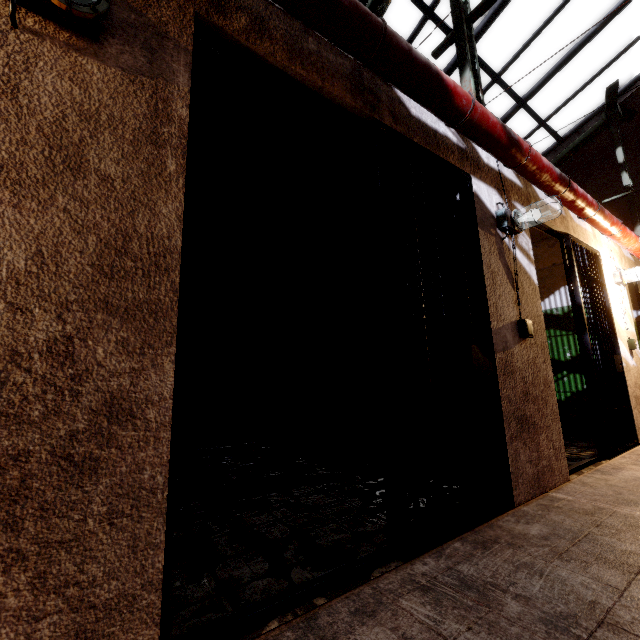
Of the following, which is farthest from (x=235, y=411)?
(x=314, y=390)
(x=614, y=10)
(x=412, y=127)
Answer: (x=614, y=10)

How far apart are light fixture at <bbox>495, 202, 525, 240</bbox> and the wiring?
0.7 meters

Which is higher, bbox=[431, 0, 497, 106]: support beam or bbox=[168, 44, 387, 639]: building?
bbox=[431, 0, 497, 106]: support beam

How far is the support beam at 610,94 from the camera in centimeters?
640cm

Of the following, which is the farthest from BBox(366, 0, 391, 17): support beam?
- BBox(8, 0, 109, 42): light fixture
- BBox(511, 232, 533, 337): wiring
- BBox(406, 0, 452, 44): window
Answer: BBox(8, 0, 109, 42): light fixture

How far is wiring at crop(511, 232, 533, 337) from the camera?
2.5 meters

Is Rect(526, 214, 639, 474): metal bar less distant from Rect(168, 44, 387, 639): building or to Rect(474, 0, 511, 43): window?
Rect(168, 44, 387, 639): building

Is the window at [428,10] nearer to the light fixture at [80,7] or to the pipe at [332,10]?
the pipe at [332,10]
